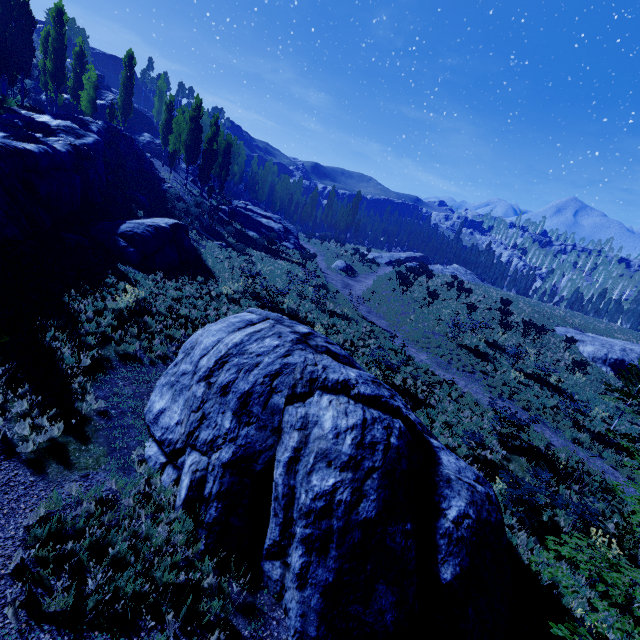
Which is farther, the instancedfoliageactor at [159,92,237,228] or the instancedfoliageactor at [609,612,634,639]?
the instancedfoliageactor at [159,92,237,228]

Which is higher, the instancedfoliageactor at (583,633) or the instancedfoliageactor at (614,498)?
the instancedfoliageactor at (583,633)

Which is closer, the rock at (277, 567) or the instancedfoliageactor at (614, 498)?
the rock at (277, 567)

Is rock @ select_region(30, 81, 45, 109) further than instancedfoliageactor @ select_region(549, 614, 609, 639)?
Yes

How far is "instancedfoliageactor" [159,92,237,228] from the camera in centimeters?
3459cm

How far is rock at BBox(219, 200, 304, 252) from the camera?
42.0 meters

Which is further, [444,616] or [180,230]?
[180,230]
